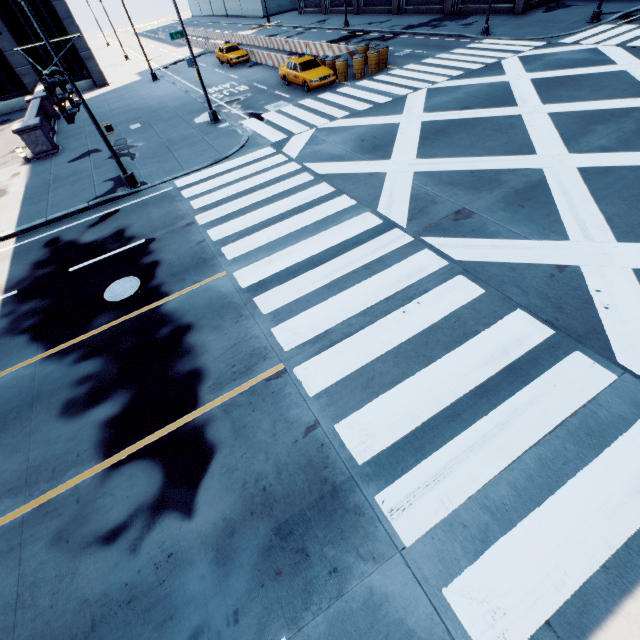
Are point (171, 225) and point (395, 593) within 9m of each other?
no

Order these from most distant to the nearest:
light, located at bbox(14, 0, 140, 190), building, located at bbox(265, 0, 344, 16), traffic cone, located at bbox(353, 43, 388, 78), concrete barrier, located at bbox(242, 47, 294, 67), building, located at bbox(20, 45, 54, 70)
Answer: building, located at bbox(265, 0, 344, 16), building, located at bbox(20, 45, 54, 70), concrete barrier, located at bbox(242, 47, 294, 67), traffic cone, located at bbox(353, 43, 388, 78), light, located at bbox(14, 0, 140, 190)

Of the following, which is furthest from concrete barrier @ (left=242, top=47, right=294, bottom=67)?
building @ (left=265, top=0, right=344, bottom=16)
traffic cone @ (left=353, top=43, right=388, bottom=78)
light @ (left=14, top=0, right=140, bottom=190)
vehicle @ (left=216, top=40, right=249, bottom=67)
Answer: light @ (left=14, top=0, right=140, bottom=190)

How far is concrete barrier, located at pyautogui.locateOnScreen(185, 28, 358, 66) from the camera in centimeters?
2406cm

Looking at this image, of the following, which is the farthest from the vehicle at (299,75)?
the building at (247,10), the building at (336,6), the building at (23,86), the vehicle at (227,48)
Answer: the building at (247,10)

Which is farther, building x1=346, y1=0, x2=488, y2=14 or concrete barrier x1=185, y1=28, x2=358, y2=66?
building x1=346, y1=0, x2=488, y2=14

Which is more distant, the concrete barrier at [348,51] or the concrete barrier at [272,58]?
the concrete barrier at [272,58]

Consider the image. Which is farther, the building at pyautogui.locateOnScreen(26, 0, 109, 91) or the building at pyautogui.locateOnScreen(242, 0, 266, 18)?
the building at pyautogui.locateOnScreen(242, 0, 266, 18)
